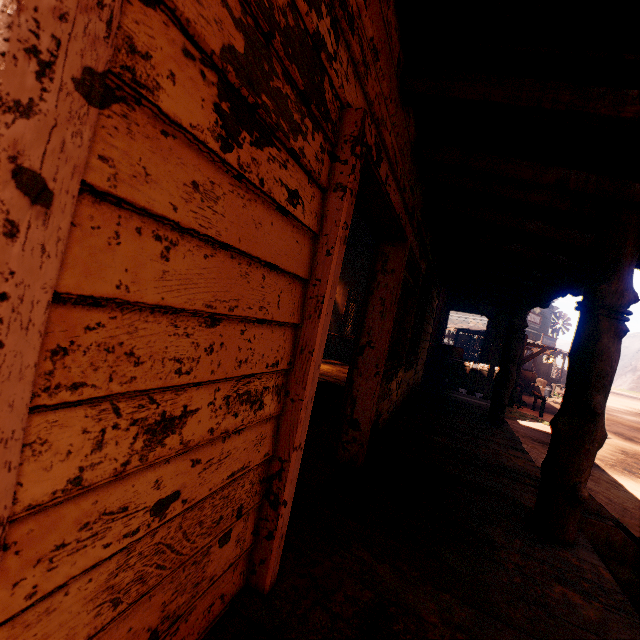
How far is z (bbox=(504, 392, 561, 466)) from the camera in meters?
8.6 m

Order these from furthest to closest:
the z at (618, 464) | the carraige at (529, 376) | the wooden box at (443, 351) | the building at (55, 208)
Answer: the carraige at (529, 376)
the wooden box at (443, 351)
the z at (618, 464)
the building at (55, 208)

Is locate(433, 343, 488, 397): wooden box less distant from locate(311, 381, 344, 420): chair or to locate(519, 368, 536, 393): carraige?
locate(311, 381, 344, 420): chair

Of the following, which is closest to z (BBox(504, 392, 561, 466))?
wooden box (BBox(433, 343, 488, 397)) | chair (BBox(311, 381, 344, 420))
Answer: wooden box (BBox(433, 343, 488, 397))

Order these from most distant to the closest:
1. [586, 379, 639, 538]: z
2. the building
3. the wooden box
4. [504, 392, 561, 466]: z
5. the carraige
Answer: the carraige → the wooden box → [504, 392, 561, 466]: z → [586, 379, 639, 538]: z → the building

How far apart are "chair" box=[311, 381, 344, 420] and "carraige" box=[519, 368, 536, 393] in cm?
2120

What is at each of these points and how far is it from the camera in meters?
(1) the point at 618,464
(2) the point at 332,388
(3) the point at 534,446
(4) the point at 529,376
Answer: (1) z, 8.9 m
(2) chair, 3.9 m
(3) z, 8.9 m
(4) carraige, 21.0 m

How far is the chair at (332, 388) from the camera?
3.7m
